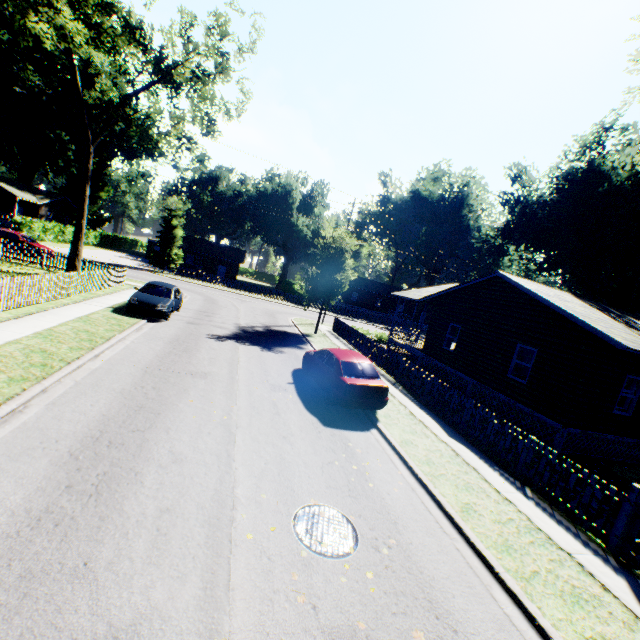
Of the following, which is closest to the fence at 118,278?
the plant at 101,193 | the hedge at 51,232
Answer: the hedge at 51,232

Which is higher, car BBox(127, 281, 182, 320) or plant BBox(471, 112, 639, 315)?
plant BBox(471, 112, 639, 315)

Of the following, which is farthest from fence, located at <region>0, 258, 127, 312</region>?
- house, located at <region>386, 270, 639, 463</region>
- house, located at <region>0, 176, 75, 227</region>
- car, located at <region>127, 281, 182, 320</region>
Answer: house, located at <region>0, 176, 75, 227</region>

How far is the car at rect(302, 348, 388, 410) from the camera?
10.26m

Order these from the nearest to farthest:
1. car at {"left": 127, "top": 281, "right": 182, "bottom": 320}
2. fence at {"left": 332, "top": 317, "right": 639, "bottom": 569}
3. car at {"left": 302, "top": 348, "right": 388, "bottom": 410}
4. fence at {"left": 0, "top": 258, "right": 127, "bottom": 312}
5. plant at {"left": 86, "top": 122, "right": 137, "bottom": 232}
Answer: fence at {"left": 332, "top": 317, "right": 639, "bottom": 569} → car at {"left": 302, "top": 348, "right": 388, "bottom": 410} → fence at {"left": 0, "top": 258, "right": 127, "bottom": 312} → car at {"left": 127, "top": 281, "right": 182, "bottom": 320} → plant at {"left": 86, "top": 122, "right": 137, "bottom": 232}

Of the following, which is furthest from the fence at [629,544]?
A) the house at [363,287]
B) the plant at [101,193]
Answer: the plant at [101,193]

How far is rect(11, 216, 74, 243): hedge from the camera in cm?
3481

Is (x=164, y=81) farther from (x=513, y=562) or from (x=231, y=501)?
(x=513, y=562)
